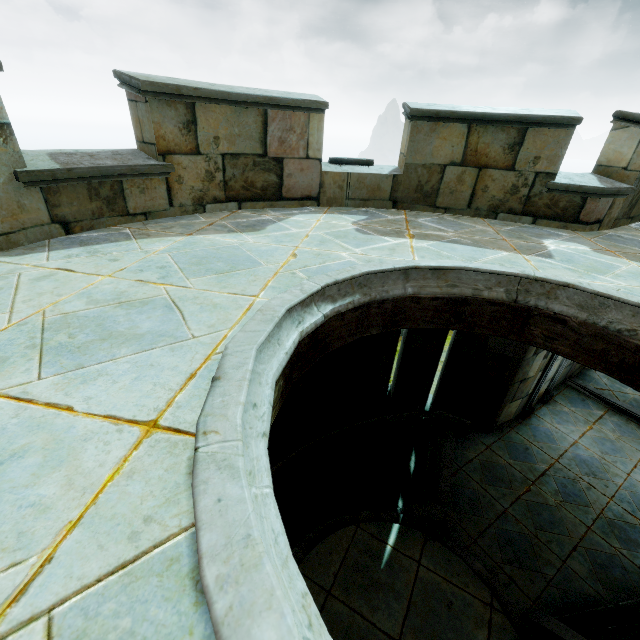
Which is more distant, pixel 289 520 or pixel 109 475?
pixel 289 520
